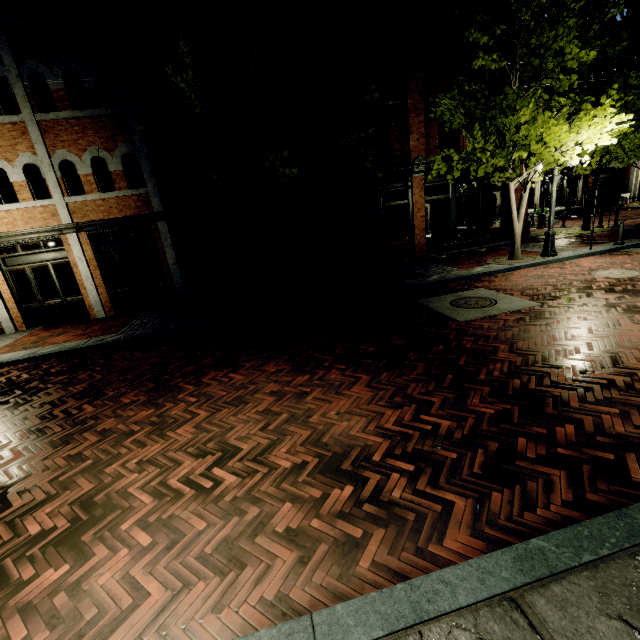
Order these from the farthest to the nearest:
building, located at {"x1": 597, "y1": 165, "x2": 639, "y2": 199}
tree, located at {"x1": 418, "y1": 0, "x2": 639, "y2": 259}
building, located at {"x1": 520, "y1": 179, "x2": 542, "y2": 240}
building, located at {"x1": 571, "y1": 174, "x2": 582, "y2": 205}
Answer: building, located at {"x1": 571, "y1": 174, "x2": 582, "y2": 205} → building, located at {"x1": 597, "y1": 165, "x2": 639, "y2": 199} → building, located at {"x1": 520, "y1": 179, "x2": 542, "y2": 240} → tree, located at {"x1": 418, "y1": 0, "x2": 639, "y2": 259}

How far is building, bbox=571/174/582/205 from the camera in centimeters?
3081cm

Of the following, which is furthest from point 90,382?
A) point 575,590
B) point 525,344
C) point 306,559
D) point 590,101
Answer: point 590,101

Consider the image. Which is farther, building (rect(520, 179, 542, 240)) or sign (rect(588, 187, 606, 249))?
building (rect(520, 179, 542, 240))

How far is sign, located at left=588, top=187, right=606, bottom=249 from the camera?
10.6m

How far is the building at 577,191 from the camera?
30.81m

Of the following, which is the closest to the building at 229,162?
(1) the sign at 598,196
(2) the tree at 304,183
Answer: (2) the tree at 304,183
